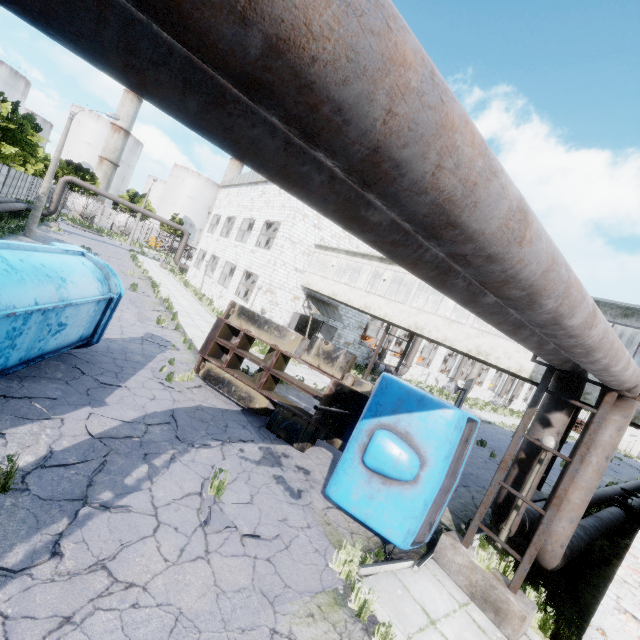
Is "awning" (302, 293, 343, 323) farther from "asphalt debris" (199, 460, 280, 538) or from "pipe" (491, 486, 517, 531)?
"asphalt debris" (199, 460, 280, 538)

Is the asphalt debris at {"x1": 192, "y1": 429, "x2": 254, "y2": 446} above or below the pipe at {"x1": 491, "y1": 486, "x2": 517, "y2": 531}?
below

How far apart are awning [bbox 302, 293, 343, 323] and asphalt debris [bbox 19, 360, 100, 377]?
14.6m

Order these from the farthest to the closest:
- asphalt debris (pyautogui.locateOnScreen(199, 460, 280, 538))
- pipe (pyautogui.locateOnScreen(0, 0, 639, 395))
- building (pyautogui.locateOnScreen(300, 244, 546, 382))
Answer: building (pyautogui.locateOnScreen(300, 244, 546, 382)) → asphalt debris (pyautogui.locateOnScreen(199, 460, 280, 538)) → pipe (pyautogui.locateOnScreen(0, 0, 639, 395))

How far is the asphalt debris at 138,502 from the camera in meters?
4.8 m

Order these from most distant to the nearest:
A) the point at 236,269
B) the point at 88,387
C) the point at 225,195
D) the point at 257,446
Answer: the point at 225,195, the point at 236,269, the point at 257,446, the point at 88,387

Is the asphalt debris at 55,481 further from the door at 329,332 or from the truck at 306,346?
the door at 329,332

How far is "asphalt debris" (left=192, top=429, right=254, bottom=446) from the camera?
7.4m
